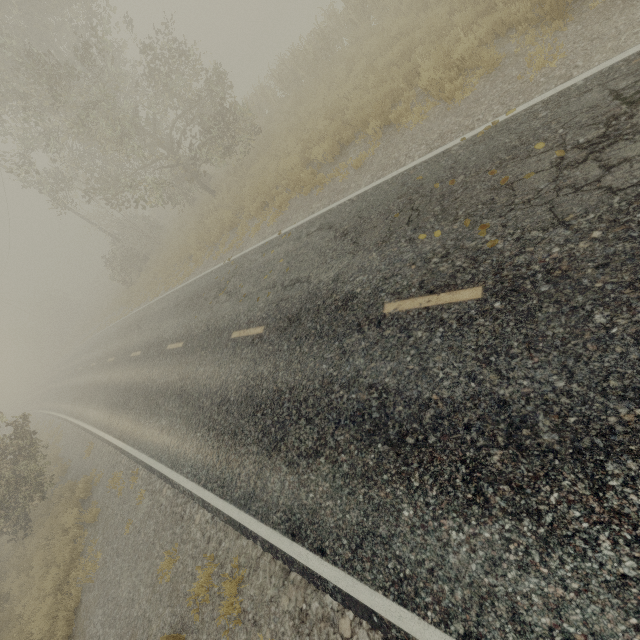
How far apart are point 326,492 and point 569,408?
3.1m

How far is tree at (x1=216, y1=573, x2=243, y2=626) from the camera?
4.8m

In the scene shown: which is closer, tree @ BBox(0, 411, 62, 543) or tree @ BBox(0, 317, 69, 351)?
tree @ BBox(0, 411, 62, 543)

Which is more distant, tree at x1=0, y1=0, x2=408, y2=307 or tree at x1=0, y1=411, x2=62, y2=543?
tree at x1=0, y1=0, x2=408, y2=307

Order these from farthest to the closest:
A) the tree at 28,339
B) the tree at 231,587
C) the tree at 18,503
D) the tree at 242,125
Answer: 1. the tree at 28,339
2. the tree at 242,125
3. the tree at 18,503
4. the tree at 231,587

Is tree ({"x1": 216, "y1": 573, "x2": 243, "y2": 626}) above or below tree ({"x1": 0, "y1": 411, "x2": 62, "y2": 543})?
below

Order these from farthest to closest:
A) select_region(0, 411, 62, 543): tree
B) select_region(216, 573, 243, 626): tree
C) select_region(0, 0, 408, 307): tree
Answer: select_region(0, 0, 408, 307): tree → select_region(0, 411, 62, 543): tree → select_region(216, 573, 243, 626): tree

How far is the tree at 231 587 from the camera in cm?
475
